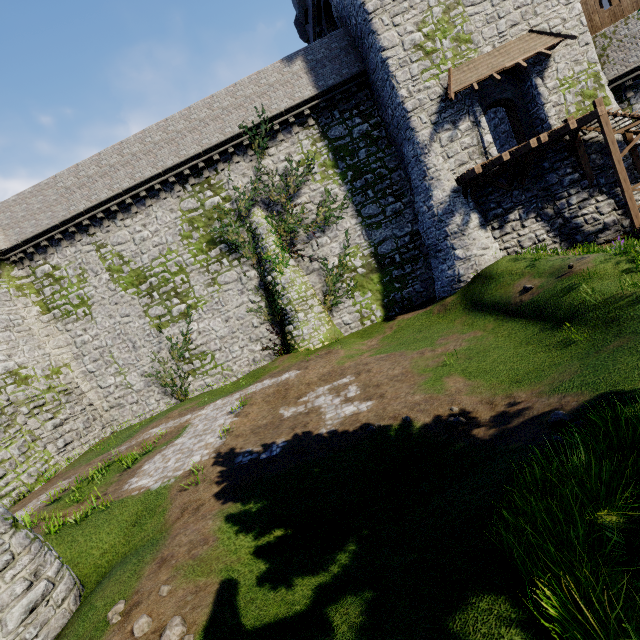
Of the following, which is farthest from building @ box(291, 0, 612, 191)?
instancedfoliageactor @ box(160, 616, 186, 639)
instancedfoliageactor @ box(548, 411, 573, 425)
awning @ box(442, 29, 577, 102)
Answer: instancedfoliageactor @ box(160, 616, 186, 639)

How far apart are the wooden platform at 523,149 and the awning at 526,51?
3.09m

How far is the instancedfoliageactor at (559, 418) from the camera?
5.4 meters

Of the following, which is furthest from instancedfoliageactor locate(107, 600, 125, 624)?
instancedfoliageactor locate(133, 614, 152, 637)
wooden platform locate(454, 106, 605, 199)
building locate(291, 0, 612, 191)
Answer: building locate(291, 0, 612, 191)

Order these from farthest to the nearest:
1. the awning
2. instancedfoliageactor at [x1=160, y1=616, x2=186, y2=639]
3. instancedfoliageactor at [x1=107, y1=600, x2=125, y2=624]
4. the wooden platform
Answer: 1. the awning
2. the wooden platform
3. instancedfoliageactor at [x1=107, y1=600, x2=125, y2=624]
4. instancedfoliageactor at [x1=160, y1=616, x2=186, y2=639]

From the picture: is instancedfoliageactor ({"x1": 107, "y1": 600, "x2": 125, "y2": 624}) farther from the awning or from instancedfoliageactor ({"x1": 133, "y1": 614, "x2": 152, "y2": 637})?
the awning

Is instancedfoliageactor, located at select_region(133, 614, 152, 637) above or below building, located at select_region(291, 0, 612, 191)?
below

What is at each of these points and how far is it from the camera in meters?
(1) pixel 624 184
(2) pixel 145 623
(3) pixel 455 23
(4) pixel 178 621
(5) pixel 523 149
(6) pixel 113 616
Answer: (1) stairs, 14.9 m
(2) instancedfoliageactor, 5.0 m
(3) building, 15.8 m
(4) instancedfoliageactor, 4.9 m
(5) wooden platform, 15.0 m
(6) instancedfoliageactor, 5.4 m
